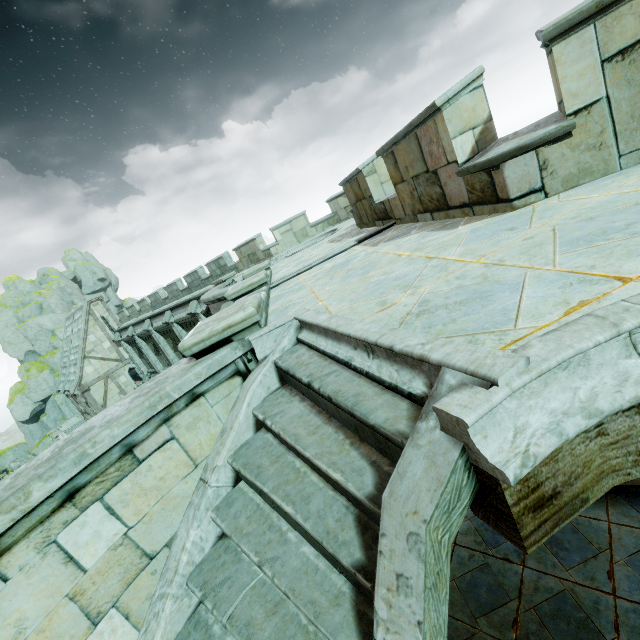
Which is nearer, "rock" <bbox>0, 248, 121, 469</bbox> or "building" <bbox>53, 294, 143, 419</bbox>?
"building" <bbox>53, 294, 143, 419</bbox>

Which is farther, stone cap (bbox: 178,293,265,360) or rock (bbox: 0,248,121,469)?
rock (bbox: 0,248,121,469)

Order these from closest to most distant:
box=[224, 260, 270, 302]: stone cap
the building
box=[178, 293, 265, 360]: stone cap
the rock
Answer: box=[178, 293, 265, 360]: stone cap, box=[224, 260, 270, 302]: stone cap, the building, the rock

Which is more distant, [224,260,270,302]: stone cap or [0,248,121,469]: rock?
[0,248,121,469]: rock

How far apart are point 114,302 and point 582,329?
67.9 meters

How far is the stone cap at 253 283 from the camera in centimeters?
642cm

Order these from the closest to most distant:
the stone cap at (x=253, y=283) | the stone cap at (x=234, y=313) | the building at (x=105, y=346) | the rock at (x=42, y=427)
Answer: the stone cap at (x=234, y=313) → the stone cap at (x=253, y=283) → the building at (x=105, y=346) → the rock at (x=42, y=427)

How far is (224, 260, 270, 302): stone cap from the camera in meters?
6.4 m
